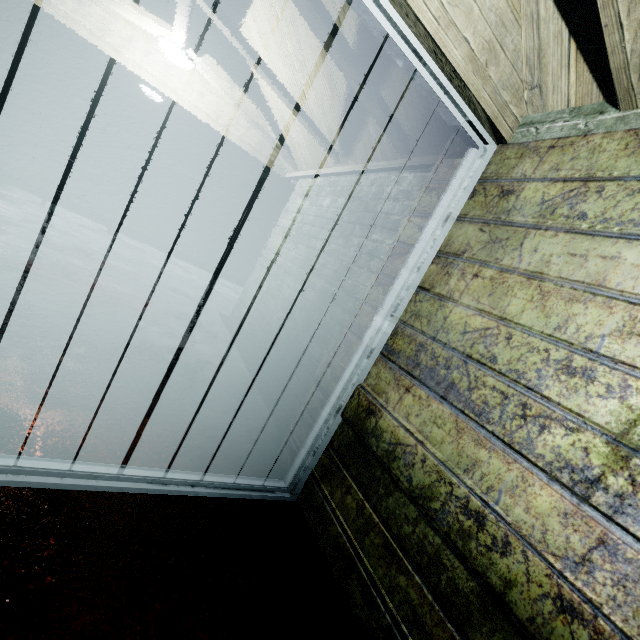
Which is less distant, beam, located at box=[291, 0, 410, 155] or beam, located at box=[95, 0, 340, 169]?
beam, located at box=[291, 0, 410, 155]

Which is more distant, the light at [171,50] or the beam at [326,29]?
the light at [171,50]

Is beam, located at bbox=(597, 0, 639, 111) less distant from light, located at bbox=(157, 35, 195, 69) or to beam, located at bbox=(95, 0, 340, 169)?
beam, located at bbox=(95, 0, 340, 169)

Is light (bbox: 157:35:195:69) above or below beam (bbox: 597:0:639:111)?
above

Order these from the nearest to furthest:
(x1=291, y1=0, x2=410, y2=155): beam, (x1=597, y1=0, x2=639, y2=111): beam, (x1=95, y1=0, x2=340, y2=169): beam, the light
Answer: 1. (x1=597, y1=0, x2=639, y2=111): beam
2. (x1=291, y1=0, x2=410, y2=155): beam
3. (x1=95, y1=0, x2=340, y2=169): beam
4. the light

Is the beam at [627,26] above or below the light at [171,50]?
below

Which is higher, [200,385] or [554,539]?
[554,539]
